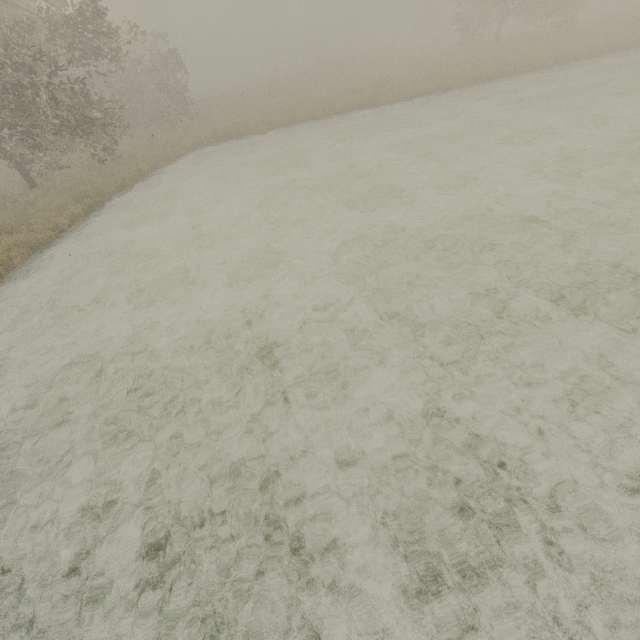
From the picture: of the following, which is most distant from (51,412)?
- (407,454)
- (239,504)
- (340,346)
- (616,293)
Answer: (616,293)
